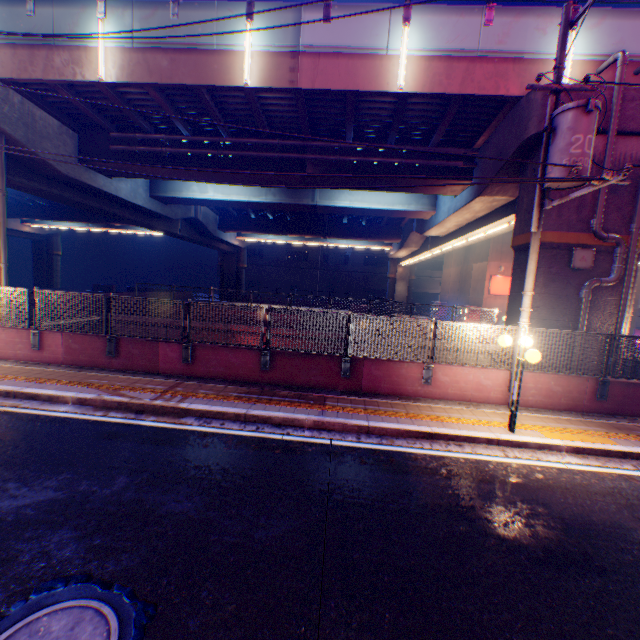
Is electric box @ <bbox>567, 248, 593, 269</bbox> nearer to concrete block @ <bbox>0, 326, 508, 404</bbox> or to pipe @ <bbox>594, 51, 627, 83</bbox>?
pipe @ <bbox>594, 51, 627, 83</bbox>

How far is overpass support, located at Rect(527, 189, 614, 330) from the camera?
9.6 meters

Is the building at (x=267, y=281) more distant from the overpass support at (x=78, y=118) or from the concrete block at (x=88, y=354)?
the concrete block at (x=88, y=354)

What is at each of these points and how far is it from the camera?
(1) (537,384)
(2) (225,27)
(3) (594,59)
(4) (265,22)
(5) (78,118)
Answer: (1) concrete block, 8.8 meters
(2) overpass support, 10.5 meters
(3) overpass support, 9.8 meters
(4) overpass support, 10.4 meters
(5) overpass support, 13.8 meters

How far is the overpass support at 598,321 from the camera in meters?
9.8 m

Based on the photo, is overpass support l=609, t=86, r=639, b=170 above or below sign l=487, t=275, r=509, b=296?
above

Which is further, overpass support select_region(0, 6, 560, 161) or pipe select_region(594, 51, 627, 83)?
overpass support select_region(0, 6, 560, 161)

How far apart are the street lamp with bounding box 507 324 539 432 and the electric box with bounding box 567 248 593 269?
4.1 meters
